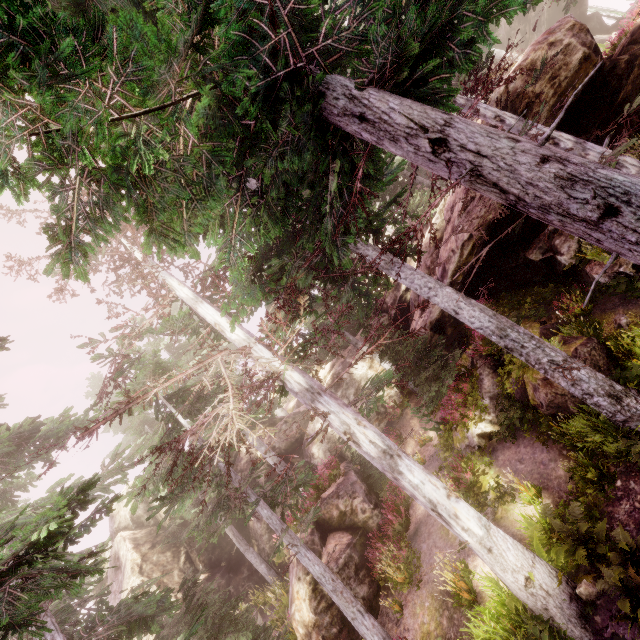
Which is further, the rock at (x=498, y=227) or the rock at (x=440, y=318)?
the rock at (x=440, y=318)

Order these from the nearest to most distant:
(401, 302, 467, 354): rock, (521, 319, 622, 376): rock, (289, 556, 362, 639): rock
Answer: (521, 319, 622, 376): rock < (289, 556, 362, 639): rock < (401, 302, 467, 354): rock

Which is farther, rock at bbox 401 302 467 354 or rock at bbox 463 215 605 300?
rock at bbox 401 302 467 354

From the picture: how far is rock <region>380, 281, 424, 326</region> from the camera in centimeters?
2048cm

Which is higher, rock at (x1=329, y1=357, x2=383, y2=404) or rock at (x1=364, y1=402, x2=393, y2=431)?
rock at (x1=329, y1=357, x2=383, y2=404)

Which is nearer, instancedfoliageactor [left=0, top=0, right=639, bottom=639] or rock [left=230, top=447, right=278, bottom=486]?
instancedfoliageactor [left=0, top=0, right=639, bottom=639]

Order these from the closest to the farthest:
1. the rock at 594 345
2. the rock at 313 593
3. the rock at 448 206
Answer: the rock at 594 345 < the rock at 313 593 < the rock at 448 206

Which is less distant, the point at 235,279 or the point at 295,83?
the point at 295,83
